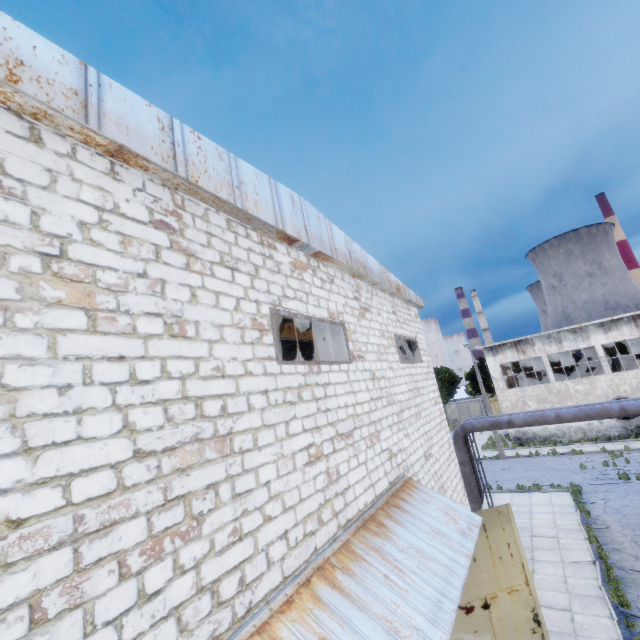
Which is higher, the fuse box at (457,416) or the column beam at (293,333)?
the column beam at (293,333)

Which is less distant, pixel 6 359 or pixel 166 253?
pixel 6 359

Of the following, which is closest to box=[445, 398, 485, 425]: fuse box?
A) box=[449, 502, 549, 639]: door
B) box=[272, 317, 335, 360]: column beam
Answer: box=[272, 317, 335, 360]: column beam

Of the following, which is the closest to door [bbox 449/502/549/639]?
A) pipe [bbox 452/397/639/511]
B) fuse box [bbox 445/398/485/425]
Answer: pipe [bbox 452/397/639/511]

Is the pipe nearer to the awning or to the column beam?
the column beam

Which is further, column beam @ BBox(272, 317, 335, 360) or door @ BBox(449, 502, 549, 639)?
column beam @ BBox(272, 317, 335, 360)

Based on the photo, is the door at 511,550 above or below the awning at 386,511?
below

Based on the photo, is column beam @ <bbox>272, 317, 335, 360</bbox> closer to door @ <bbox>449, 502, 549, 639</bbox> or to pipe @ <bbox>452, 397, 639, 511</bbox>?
pipe @ <bbox>452, 397, 639, 511</bbox>
